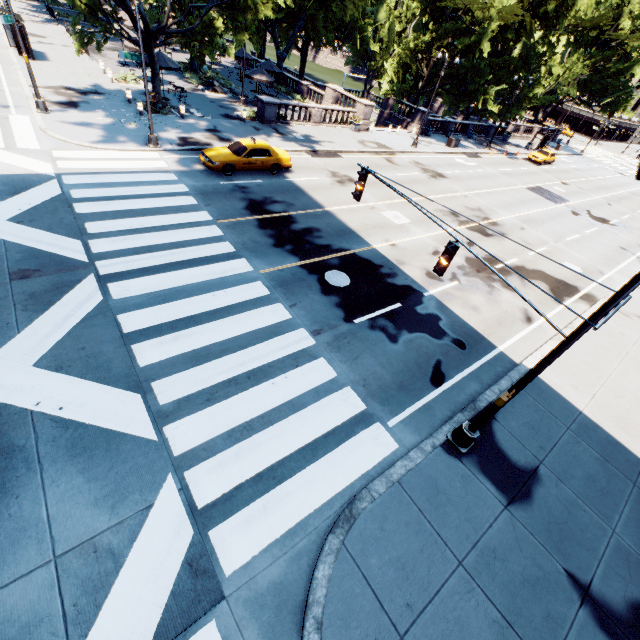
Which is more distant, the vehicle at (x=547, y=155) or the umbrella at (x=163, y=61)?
the vehicle at (x=547, y=155)

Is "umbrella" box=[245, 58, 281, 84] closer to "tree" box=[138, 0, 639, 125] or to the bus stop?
"tree" box=[138, 0, 639, 125]

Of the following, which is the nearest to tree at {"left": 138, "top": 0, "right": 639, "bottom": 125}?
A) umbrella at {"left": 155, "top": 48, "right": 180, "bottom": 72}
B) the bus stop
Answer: umbrella at {"left": 155, "top": 48, "right": 180, "bottom": 72}

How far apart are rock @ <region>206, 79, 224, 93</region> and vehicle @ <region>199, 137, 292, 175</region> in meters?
16.2

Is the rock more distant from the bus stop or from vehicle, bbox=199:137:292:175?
the bus stop

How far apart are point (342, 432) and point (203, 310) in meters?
Answer: 5.7

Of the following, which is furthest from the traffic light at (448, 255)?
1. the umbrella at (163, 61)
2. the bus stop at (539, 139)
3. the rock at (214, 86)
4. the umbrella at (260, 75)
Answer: the bus stop at (539, 139)

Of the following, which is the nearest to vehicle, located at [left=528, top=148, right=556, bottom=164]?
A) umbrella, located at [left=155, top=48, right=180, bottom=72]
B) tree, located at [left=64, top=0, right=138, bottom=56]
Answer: tree, located at [left=64, top=0, right=138, bottom=56]
